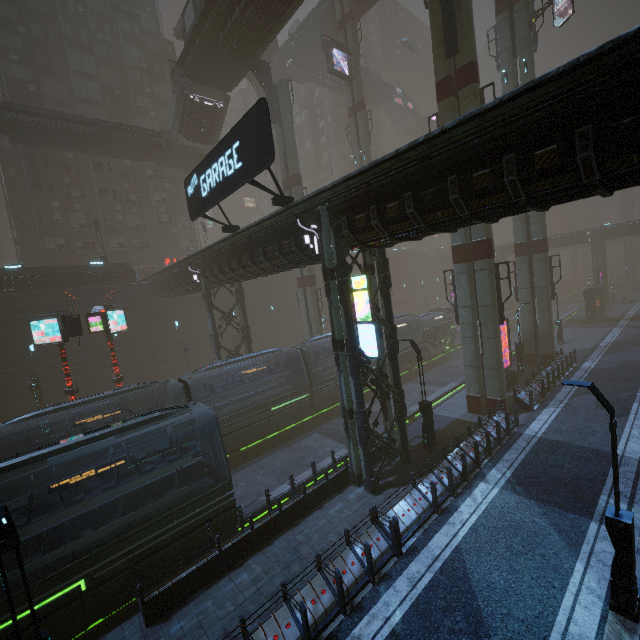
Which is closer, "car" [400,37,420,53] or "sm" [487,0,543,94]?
"sm" [487,0,543,94]

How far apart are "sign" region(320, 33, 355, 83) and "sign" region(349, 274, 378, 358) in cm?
3017

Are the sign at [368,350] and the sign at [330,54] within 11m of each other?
no

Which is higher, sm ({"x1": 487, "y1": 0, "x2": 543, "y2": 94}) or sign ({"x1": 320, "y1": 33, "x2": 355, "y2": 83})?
sign ({"x1": 320, "y1": 33, "x2": 355, "y2": 83})

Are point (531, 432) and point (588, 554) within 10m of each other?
yes

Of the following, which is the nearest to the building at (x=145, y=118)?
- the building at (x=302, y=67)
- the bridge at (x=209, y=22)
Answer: the bridge at (x=209, y=22)

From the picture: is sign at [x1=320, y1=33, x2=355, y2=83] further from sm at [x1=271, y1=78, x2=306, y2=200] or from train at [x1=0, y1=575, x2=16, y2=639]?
train at [x1=0, y1=575, x2=16, y2=639]

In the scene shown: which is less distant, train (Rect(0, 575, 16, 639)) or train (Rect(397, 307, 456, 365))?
train (Rect(0, 575, 16, 639))
